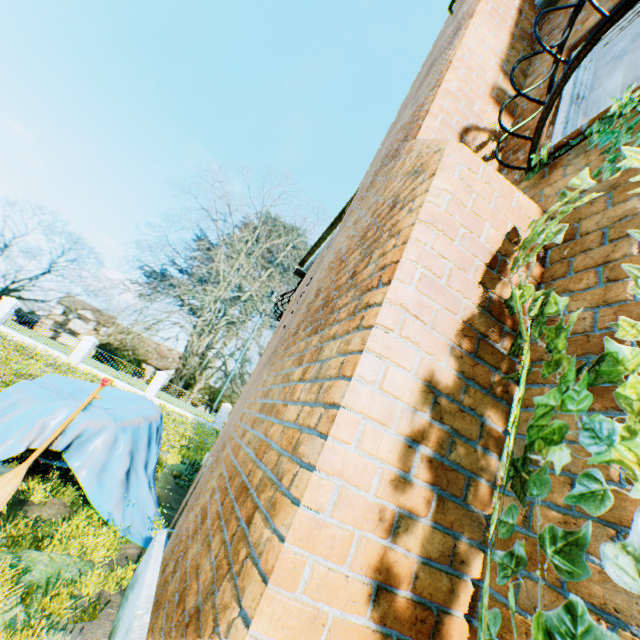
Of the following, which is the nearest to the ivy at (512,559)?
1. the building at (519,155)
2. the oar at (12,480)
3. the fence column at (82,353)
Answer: the building at (519,155)

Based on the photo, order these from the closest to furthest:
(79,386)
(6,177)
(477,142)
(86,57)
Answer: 1. (477,142)
2. (79,386)
3. (86,57)
4. (6,177)

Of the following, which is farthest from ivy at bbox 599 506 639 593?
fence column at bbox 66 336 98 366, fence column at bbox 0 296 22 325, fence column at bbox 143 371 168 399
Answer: fence column at bbox 0 296 22 325

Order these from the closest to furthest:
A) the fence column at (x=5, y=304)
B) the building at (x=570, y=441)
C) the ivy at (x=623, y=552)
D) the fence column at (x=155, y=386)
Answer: the ivy at (x=623, y=552) → the building at (x=570, y=441) → the fence column at (x=5, y=304) → the fence column at (x=155, y=386)

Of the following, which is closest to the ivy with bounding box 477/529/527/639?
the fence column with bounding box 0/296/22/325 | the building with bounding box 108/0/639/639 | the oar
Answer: the building with bounding box 108/0/639/639

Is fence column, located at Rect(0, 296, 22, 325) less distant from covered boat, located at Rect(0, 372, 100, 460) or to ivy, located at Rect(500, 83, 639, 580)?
covered boat, located at Rect(0, 372, 100, 460)

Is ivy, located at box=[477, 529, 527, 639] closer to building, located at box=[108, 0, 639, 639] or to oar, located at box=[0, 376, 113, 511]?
building, located at box=[108, 0, 639, 639]

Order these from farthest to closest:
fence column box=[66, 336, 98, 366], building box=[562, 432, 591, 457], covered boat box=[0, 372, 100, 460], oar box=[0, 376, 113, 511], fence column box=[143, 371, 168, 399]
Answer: fence column box=[143, 371, 168, 399], fence column box=[66, 336, 98, 366], covered boat box=[0, 372, 100, 460], oar box=[0, 376, 113, 511], building box=[562, 432, 591, 457]
